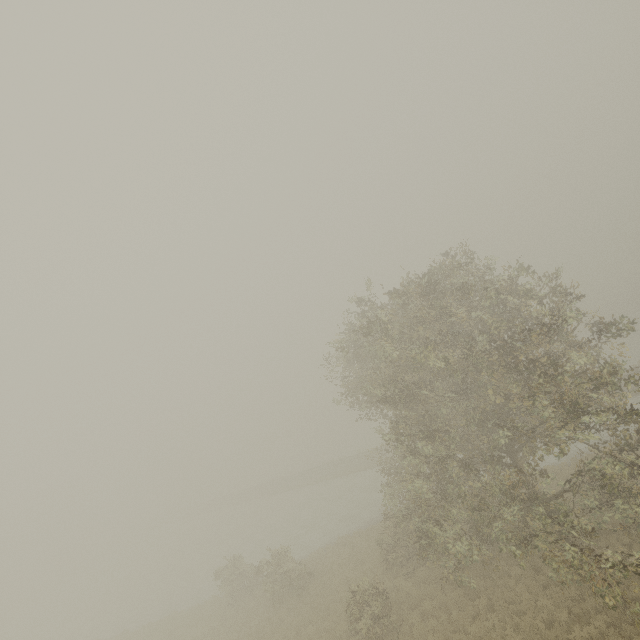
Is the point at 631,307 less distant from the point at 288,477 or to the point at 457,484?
the point at 457,484
